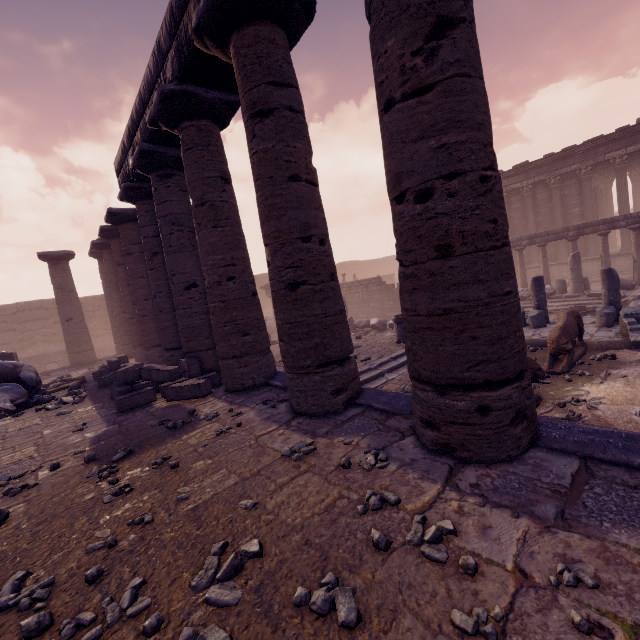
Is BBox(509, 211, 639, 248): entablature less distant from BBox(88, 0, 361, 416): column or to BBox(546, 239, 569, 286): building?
BBox(546, 239, 569, 286): building

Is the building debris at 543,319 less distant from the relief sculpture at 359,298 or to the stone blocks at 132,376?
the relief sculpture at 359,298

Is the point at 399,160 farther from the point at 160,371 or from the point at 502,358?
the point at 160,371

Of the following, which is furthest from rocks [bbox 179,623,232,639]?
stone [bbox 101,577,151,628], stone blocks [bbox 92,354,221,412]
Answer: → stone blocks [bbox 92,354,221,412]

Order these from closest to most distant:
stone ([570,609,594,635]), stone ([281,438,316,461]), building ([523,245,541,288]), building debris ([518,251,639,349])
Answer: stone ([570,609,594,635]) < stone ([281,438,316,461]) < building debris ([518,251,639,349]) < building ([523,245,541,288])

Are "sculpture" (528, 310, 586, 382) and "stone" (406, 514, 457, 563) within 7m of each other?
yes

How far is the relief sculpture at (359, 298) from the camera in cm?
2085

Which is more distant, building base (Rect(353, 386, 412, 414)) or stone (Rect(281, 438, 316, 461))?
building base (Rect(353, 386, 412, 414))
